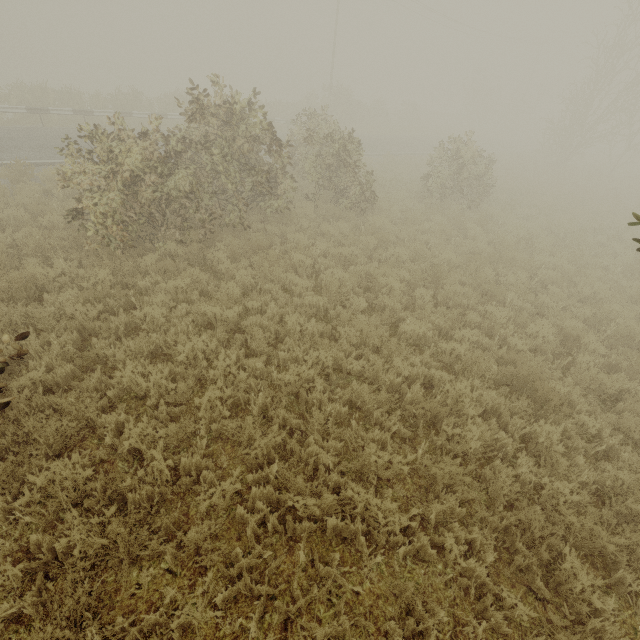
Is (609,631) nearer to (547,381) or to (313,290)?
(547,381)
